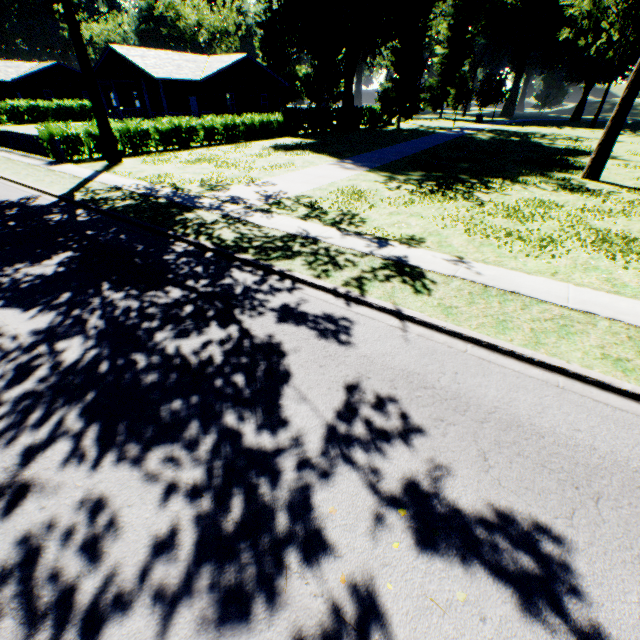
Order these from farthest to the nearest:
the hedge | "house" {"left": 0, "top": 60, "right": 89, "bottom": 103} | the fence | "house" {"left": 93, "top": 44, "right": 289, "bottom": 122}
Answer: "house" {"left": 0, "top": 60, "right": 89, "bottom": 103}
"house" {"left": 93, "top": 44, "right": 289, "bottom": 122}
the hedge
the fence

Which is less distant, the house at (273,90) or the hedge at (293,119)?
the hedge at (293,119)

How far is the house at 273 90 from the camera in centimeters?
2772cm

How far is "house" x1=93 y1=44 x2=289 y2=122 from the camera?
27.7 meters

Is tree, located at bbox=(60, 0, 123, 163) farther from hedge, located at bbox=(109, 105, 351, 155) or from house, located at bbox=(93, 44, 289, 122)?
house, located at bbox=(93, 44, 289, 122)

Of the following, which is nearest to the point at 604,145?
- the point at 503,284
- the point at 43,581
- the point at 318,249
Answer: the point at 503,284

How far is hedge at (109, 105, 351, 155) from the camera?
21.73m

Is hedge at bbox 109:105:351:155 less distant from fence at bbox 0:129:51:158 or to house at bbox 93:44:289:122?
fence at bbox 0:129:51:158
